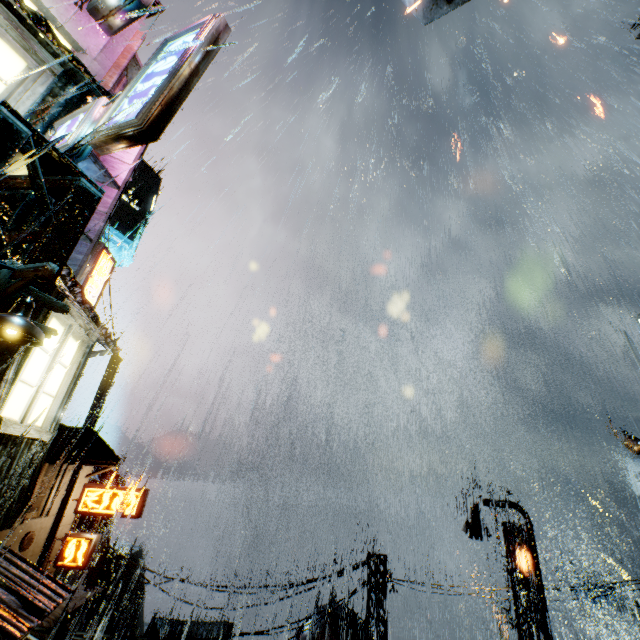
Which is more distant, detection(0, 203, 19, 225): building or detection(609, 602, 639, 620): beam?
detection(609, 602, 639, 620): beam

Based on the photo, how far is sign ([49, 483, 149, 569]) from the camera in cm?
1886

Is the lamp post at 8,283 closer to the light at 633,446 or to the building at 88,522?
the building at 88,522

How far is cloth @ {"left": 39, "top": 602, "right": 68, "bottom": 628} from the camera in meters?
16.4

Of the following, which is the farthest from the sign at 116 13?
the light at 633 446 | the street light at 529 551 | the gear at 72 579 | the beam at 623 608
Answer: the beam at 623 608

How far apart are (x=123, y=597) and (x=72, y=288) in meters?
75.7

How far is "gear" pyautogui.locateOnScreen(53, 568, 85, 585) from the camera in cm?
3119

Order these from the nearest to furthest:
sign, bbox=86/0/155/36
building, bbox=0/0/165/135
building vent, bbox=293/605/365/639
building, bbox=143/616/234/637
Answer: building, bbox=0/0/165/135
sign, bbox=86/0/155/36
building vent, bbox=293/605/365/639
building, bbox=143/616/234/637
